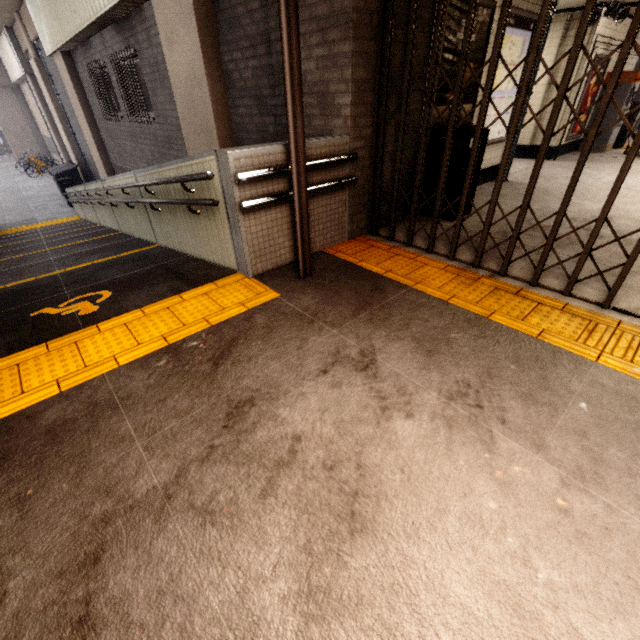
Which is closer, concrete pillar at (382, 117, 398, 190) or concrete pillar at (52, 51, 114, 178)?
concrete pillar at (382, 117, 398, 190)

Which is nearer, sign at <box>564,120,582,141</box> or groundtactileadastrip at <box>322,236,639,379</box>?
groundtactileadastrip at <box>322,236,639,379</box>

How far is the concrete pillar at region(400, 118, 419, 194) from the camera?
4.13m

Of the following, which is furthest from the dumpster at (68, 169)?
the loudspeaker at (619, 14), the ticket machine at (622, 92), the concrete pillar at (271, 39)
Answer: the ticket machine at (622, 92)

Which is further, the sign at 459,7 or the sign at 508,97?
the sign at 508,97

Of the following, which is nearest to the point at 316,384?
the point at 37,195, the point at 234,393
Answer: the point at 234,393

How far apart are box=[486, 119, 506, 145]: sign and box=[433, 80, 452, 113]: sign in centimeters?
16cm
